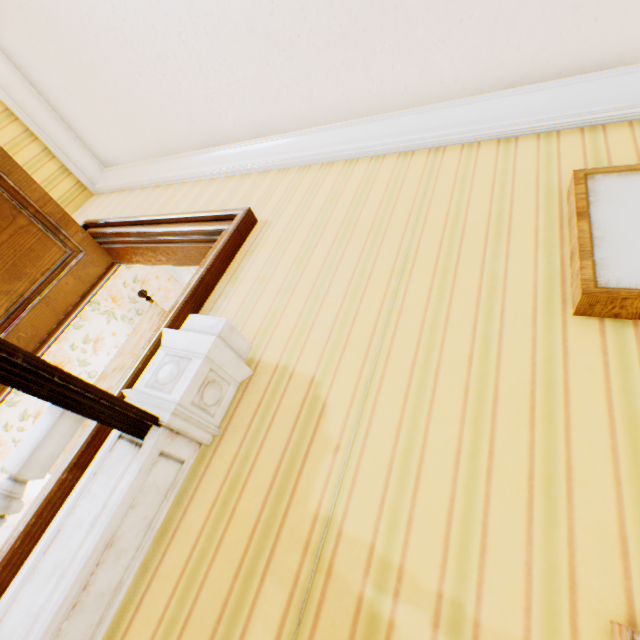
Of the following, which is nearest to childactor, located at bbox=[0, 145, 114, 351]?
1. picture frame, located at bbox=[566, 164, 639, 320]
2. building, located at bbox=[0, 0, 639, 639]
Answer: building, located at bbox=[0, 0, 639, 639]

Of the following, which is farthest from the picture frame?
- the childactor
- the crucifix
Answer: the childactor

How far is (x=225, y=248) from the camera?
1.6 meters

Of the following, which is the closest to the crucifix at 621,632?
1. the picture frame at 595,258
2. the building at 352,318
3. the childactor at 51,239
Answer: the building at 352,318

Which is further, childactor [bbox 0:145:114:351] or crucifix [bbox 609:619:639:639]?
childactor [bbox 0:145:114:351]

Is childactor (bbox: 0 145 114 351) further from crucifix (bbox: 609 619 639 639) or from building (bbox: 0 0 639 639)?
crucifix (bbox: 609 619 639 639)

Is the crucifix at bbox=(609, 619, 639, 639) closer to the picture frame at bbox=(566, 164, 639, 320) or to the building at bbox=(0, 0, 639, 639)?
the building at bbox=(0, 0, 639, 639)

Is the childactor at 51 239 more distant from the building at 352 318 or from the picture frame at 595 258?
the picture frame at 595 258
